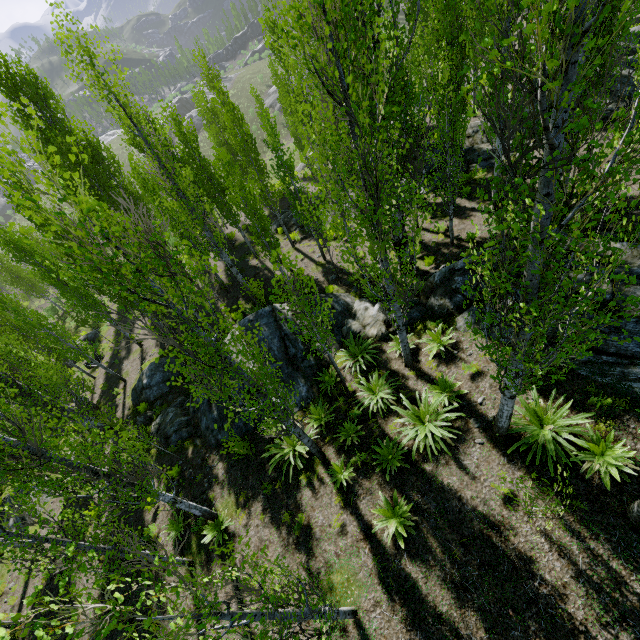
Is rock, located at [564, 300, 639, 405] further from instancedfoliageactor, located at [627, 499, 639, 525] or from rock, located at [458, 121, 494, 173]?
rock, located at [458, 121, 494, 173]

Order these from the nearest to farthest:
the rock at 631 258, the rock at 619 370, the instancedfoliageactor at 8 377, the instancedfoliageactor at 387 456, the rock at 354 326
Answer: the instancedfoliageactor at 8 377 < the rock at 619 370 < the rock at 631 258 < the instancedfoliageactor at 387 456 < the rock at 354 326

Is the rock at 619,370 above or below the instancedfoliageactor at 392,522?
above

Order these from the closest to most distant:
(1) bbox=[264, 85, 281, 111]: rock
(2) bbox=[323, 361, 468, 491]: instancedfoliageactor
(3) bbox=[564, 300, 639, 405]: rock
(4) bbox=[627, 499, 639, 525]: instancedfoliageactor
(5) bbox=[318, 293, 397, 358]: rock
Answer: (4) bbox=[627, 499, 639, 525]: instancedfoliageactor → (3) bbox=[564, 300, 639, 405]: rock → (2) bbox=[323, 361, 468, 491]: instancedfoliageactor → (5) bbox=[318, 293, 397, 358]: rock → (1) bbox=[264, 85, 281, 111]: rock

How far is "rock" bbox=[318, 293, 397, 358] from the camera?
11.77m

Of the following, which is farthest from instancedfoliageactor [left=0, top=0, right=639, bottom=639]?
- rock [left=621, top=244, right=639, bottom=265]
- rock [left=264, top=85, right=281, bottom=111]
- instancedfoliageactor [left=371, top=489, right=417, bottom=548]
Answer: rock [left=264, top=85, right=281, bottom=111]

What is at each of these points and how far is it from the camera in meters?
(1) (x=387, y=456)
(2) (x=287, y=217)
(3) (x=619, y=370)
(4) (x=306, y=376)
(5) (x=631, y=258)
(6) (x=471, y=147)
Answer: (1) instancedfoliageactor, 8.7 m
(2) rock, 23.3 m
(3) rock, 7.1 m
(4) rock, 12.4 m
(5) rock, 7.9 m
(6) rock, 17.5 m

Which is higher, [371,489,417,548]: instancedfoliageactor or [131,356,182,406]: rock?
[371,489,417,548]: instancedfoliageactor
